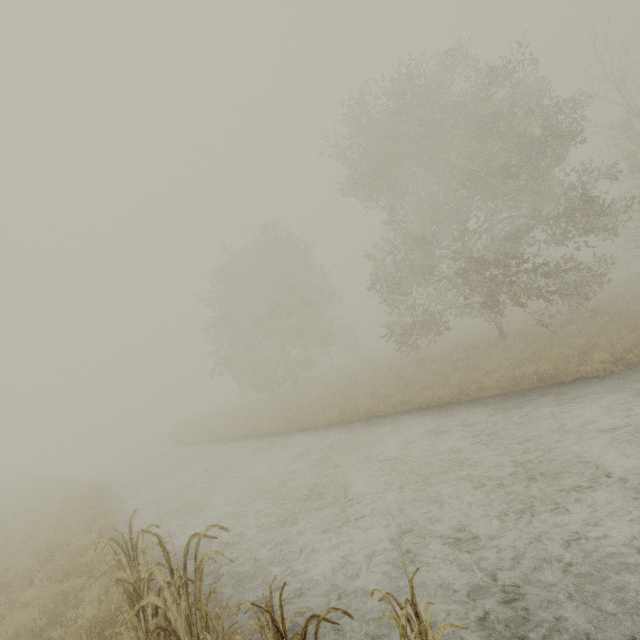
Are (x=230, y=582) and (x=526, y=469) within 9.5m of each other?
yes

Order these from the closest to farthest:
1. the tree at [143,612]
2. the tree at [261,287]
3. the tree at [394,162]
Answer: the tree at [143,612] < the tree at [394,162] < the tree at [261,287]

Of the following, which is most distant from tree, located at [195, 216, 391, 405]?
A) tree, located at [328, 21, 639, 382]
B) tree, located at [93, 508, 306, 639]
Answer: tree, located at [93, 508, 306, 639]

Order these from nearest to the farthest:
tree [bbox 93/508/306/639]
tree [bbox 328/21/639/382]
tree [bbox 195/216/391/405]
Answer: tree [bbox 93/508/306/639], tree [bbox 328/21/639/382], tree [bbox 195/216/391/405]

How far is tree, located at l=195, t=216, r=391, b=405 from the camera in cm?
2538

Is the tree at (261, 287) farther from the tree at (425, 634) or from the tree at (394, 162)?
the tree at (425, 634)

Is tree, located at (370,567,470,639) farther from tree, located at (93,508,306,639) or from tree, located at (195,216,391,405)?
tree, located at (195,216,391,405)

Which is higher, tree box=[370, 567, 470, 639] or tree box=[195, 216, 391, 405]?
tree box=[195, 216, 391, 405]
